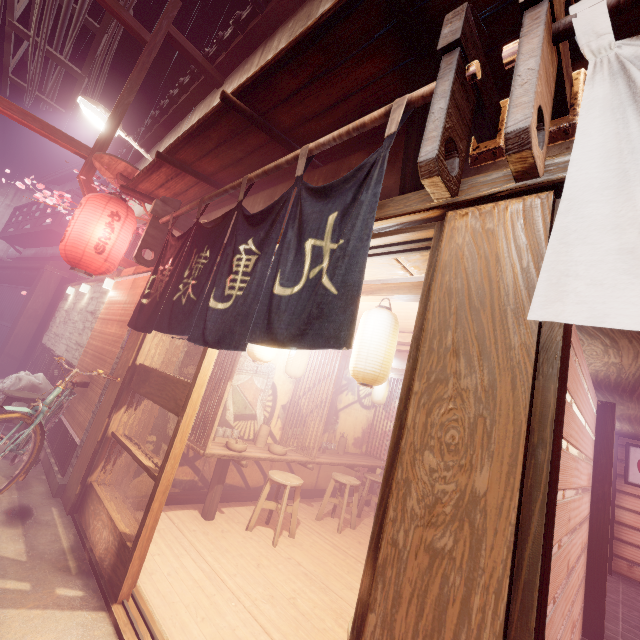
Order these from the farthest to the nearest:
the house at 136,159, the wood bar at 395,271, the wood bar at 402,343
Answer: the house at 136,159 < the wood bar at 402,343 < the wood bar at 395,271

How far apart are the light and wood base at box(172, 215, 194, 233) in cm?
517

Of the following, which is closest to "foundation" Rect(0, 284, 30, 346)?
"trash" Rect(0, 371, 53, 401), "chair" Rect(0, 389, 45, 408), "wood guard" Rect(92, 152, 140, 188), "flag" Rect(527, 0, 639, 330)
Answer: "trash" Rect(0, 371, 53, 401)

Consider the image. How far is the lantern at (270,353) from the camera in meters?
6.4

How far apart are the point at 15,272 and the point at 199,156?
21.47m

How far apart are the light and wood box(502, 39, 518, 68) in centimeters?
1181cm

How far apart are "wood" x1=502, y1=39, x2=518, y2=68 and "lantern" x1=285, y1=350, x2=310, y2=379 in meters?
8.0

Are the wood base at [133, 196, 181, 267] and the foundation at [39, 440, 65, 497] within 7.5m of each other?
yes
